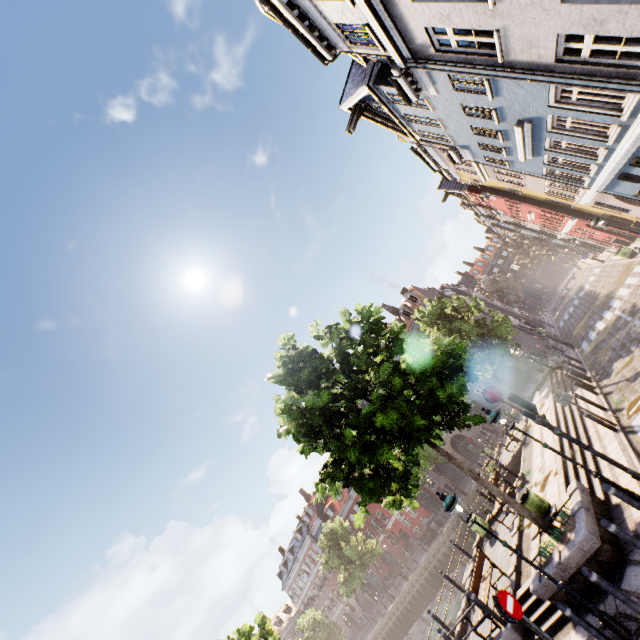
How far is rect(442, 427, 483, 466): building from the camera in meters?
37.4

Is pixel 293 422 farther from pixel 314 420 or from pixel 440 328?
pixel 440 328

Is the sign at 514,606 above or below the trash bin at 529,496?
above

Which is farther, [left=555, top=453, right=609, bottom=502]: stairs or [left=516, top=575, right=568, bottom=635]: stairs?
[left=555, top=453, right=609, bottom=502]: stairs

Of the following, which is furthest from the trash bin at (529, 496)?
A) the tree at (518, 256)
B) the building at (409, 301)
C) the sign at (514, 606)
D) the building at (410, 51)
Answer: the building at (409, 301)

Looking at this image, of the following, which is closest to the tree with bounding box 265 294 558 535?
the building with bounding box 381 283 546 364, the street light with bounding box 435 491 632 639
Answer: the street light with bounding box 435 491 632 639

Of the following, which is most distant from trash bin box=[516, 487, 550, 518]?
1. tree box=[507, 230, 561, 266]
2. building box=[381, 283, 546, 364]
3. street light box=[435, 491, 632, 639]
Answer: building box=[381, 283, 546, 364]

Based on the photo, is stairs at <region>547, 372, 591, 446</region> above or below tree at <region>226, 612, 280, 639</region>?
below
